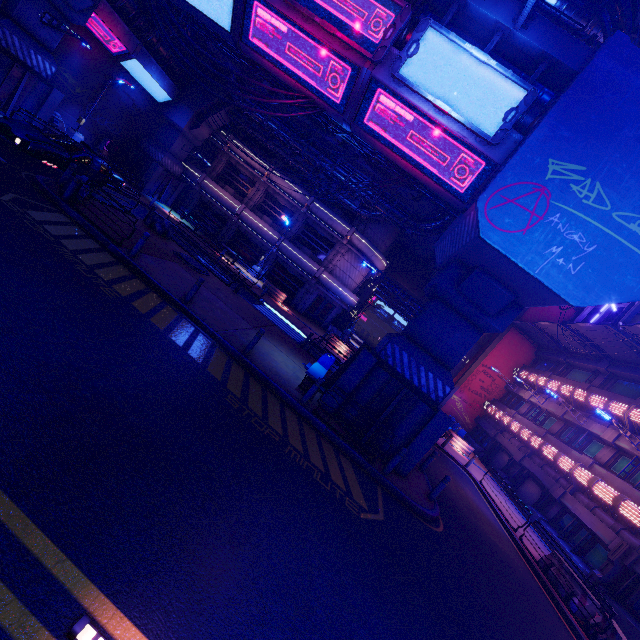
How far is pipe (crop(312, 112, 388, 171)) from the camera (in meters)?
14.05

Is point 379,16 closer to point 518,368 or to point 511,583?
point 511,583

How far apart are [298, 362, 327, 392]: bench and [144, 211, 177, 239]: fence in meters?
11.5

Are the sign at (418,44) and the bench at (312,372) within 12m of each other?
yes

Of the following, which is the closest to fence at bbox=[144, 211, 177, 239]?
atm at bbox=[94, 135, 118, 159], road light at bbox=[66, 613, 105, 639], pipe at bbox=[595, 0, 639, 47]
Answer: atm at bbox=[94, 135, 118, 159]

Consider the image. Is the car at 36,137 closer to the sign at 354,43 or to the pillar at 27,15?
the pillar at 27,15

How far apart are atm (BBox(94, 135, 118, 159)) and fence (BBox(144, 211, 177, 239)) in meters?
13.1 m

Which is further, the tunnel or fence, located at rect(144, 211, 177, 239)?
the tunnel
